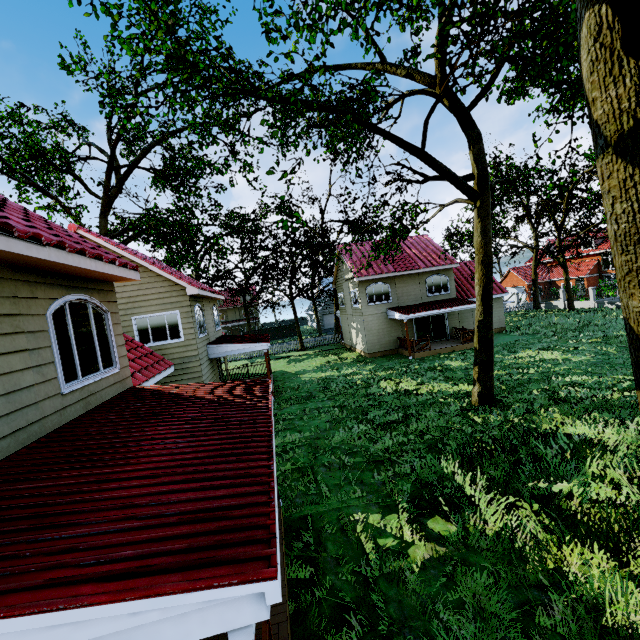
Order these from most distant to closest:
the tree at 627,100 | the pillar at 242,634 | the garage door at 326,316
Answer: the garage door at 326,316 → the tree at 627,100 → the pillar at 242,634

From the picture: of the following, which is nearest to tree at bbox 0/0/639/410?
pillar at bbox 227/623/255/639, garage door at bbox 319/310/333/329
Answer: garage door at bbox 319/310/333/329

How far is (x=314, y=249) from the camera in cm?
3231

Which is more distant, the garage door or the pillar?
the garage door

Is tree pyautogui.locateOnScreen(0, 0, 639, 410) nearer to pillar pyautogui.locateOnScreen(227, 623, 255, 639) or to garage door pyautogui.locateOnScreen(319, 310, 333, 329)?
garage door pyautogui.locateOnScreen(319, 310, 333, 329)

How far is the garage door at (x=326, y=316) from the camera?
52.38m

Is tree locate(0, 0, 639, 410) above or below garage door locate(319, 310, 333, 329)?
above

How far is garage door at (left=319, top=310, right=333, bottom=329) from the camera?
52.4m
